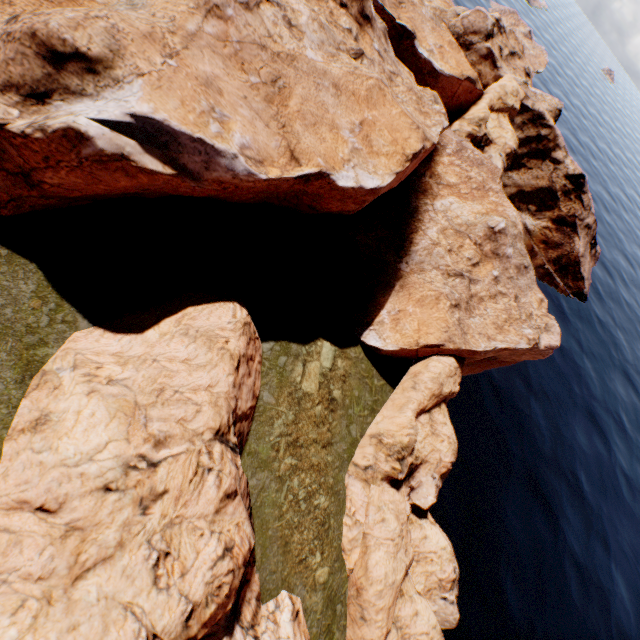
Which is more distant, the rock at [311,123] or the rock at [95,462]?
the rock at [311,123]

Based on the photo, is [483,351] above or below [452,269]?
above

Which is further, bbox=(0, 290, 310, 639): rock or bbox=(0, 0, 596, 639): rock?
bbox=(0, 0, 596, 639): rock
